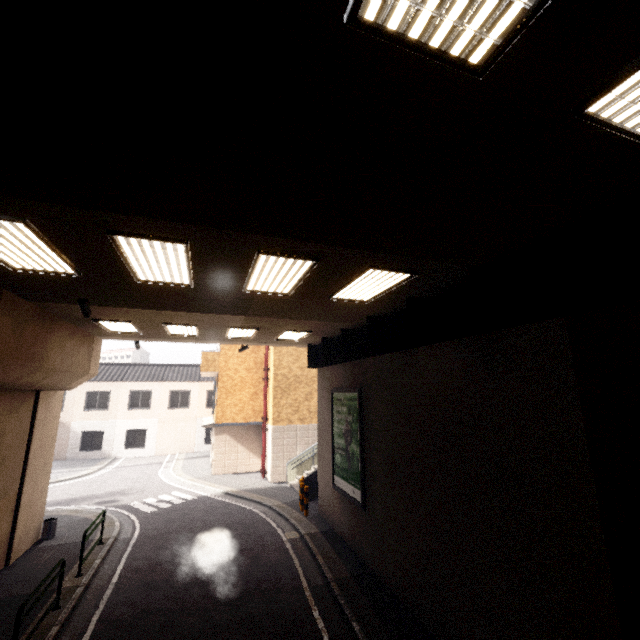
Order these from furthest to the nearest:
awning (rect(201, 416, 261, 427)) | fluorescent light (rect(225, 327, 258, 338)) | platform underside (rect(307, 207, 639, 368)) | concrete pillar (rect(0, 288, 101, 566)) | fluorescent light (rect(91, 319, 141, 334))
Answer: awning (rect(201, 416, 261, 427)) → fluorescent light (rect(225, 327, 258, 338)) → fluorescent light (rect(91, 319, 141, 334)) → concrete pillar (rect(0, 288, 101, 566)) → platform underside (rect(307, 207, 639, 368))

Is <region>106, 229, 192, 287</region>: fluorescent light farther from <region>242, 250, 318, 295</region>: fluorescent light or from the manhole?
the manhole

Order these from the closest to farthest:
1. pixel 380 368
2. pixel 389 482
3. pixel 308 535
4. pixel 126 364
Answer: pixel 389 482 → pixel 380 368 → pixel 308 535 → pixel 126 364

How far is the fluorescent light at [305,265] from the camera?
5.0 meters

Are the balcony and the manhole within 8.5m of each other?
no

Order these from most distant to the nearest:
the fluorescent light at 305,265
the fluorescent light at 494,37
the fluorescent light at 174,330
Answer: the fluorescent light at 174,330 → the fluorescent light at 305,265 → the fluorescent light at 494,37

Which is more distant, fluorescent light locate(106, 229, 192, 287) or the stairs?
the stairs

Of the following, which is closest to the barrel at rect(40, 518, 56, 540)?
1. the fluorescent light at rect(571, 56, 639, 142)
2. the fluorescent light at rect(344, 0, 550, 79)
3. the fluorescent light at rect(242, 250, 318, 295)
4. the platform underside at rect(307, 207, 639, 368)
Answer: the platform underside at rect(307, 207, 639, 368)
